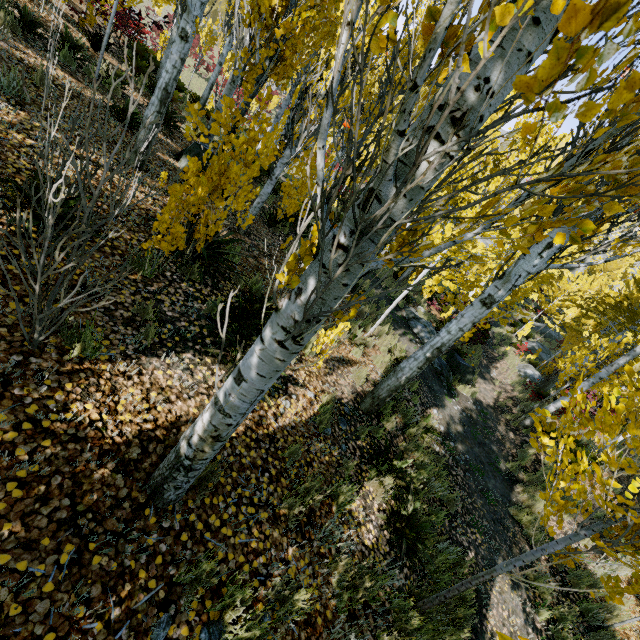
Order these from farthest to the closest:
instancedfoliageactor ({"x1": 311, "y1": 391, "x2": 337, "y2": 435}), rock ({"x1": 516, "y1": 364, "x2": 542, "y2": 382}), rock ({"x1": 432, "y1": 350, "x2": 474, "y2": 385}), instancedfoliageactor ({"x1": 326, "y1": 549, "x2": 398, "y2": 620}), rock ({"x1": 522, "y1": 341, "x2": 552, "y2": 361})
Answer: rock ({"x1": 522, "y1": 341, "x2": 552, "y2": 361})
rock ({"x1": 516, "y1": 364, "x2": 542, "y2": 382})
rock ({"x1": 432, "y1": 350, "x2": 474, "y2": 385})
instancedfoliageactor ({"x1": 311, "y1": 391, "x2": 337, "y2": 435})
instancedfoliageactor ({"x1": 326, "y1": 549, "x2": 398, "y2": 620})

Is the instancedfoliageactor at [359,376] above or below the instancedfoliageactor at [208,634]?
below

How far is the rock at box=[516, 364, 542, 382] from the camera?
16.16m

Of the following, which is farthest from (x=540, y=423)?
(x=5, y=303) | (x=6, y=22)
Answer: (x=6, y=22)

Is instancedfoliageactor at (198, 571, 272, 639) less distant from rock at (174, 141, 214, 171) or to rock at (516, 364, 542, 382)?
rock at (174, 141, 214, 171)

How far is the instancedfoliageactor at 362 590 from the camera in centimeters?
298cm

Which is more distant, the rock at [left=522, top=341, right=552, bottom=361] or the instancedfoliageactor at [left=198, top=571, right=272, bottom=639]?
the rock at [left=522, top=341, right=552, bottom=361]

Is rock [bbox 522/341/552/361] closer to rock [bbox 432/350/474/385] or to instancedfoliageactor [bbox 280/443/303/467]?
instancedfoliageactor [bbox 280/443/303/467]
